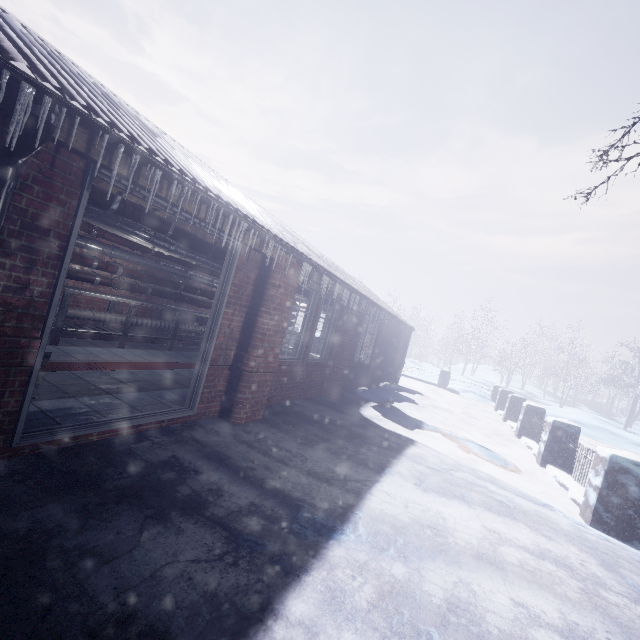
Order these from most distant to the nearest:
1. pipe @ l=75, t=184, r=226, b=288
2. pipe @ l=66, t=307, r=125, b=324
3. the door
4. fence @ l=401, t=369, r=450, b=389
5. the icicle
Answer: Result:
fence @ l=401, t=369, r=450, b=389
pipe @ l=66, t=307, r=125, b=324
pipe @ l=75, t=184, r=226, b=288
the door
the icicle

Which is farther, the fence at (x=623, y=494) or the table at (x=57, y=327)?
the table at (x=57, y=327)

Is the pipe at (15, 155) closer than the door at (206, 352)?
Yes

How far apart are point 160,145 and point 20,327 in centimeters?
181cm

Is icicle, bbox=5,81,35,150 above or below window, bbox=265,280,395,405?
above

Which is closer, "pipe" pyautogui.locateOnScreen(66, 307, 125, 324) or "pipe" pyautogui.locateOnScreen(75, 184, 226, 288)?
"pipe" pyautogui.locateOnScreen(75, 184, 226, 288)

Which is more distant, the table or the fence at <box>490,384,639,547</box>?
the table

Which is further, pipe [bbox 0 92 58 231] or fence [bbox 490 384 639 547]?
fence [bbox 490 384 639 547]
